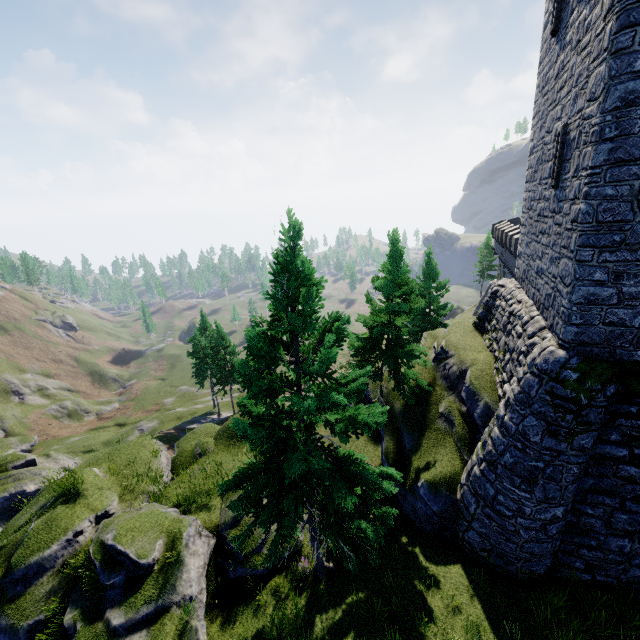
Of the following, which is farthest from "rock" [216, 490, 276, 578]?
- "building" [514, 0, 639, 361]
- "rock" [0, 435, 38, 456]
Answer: "rock" [0, 435, 38, 456]

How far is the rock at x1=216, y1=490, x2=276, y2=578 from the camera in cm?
1206

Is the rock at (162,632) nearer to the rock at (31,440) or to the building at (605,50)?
the building at (605,50)

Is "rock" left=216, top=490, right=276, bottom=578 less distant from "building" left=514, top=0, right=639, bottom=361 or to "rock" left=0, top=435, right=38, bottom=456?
"building" left=514, top=0, right=639, bottom=361

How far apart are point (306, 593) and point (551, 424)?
10.1m
